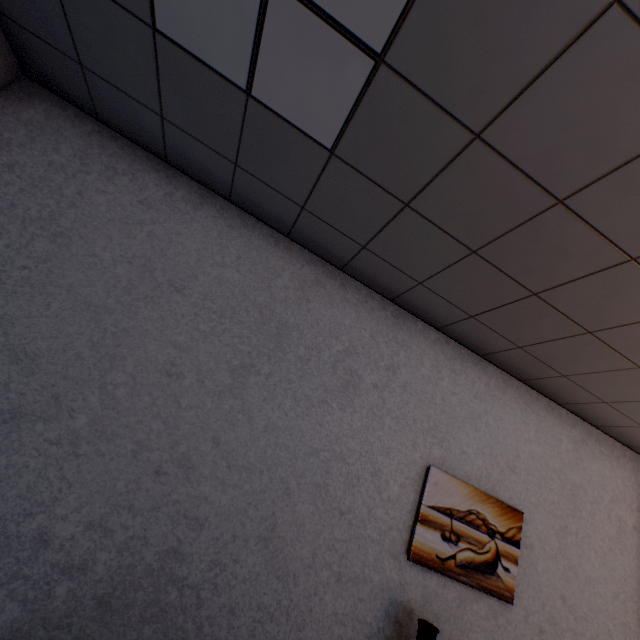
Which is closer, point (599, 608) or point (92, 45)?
point (92, 45)

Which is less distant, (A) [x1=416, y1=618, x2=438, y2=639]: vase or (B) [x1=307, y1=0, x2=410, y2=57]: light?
(B) [x1=307, y1=0, x2=410, y2=57]: light

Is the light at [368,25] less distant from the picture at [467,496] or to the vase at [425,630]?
the picture at [467,496]

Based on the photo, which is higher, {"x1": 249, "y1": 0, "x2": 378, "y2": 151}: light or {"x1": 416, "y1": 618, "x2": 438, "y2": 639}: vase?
{"x1": 249, "y1": 0, "x2": 378, "y2": 151}: light

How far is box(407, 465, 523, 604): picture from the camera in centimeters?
224cm

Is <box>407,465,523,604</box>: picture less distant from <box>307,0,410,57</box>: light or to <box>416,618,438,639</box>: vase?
<box>416,618,438,639</box>: vase

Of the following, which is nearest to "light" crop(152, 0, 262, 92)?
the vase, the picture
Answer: the picture
